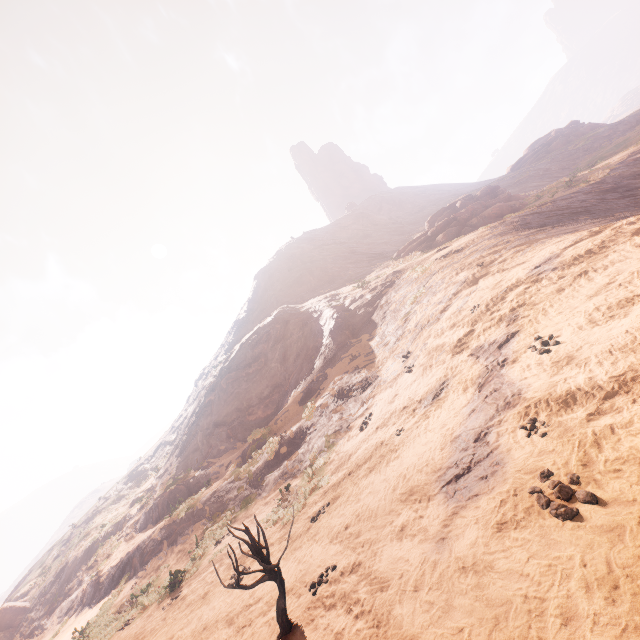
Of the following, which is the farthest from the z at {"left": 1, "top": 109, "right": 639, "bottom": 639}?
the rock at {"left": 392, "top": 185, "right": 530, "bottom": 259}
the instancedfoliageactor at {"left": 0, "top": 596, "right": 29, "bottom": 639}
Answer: the rock at {"left": 392, "top": 185, "right": 530, "bottom": 259}

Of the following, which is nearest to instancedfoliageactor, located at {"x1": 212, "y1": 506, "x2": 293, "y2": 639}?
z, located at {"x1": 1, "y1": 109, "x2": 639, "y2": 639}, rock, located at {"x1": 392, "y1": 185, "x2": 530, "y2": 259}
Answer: z, located at {"x1": 1, "y1": 109, "x2": 639, "y2": 639}

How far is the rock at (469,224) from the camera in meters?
27.0 m

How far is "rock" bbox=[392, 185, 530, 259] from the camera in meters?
27.0 m

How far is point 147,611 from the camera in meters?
11.8 m

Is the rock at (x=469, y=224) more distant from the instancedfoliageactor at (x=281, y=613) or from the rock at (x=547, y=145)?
the rock at (x=547, y=145)

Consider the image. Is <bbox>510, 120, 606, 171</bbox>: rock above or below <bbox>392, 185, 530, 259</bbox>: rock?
above

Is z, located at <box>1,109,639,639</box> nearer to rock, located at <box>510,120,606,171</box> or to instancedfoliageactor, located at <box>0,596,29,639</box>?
instancedfoliageactor, located at <box>0,596,29,639</box>
